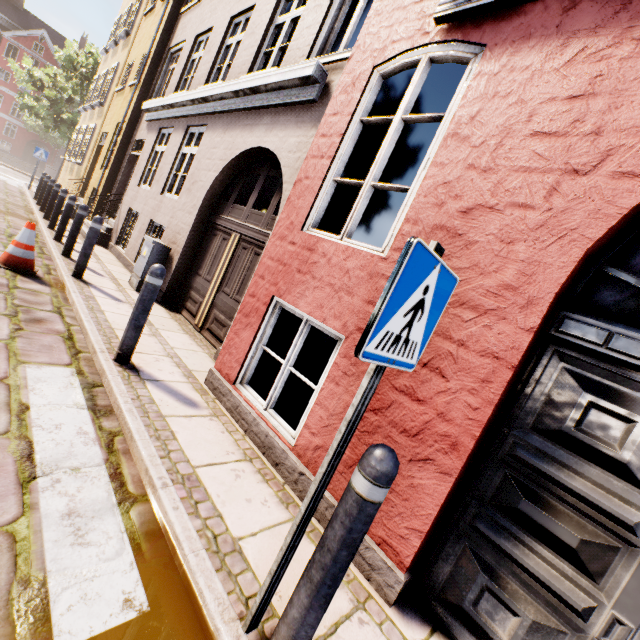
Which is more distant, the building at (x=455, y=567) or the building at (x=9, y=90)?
the building at (x=9, y=90)

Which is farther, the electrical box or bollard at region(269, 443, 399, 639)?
the electrical box

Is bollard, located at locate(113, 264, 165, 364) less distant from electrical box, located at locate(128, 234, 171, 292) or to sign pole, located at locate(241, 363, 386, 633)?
sign pole, located at locate(241, 363, 386, 633)

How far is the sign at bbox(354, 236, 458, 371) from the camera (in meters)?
1.17

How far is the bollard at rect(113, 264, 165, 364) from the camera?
3.3 meters

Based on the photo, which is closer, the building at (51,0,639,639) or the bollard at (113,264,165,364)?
the building at (51,0,639,639)

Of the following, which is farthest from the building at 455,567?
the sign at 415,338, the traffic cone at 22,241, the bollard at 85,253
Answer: the traffic cone at 22,241

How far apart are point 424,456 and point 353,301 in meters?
1.3 m
